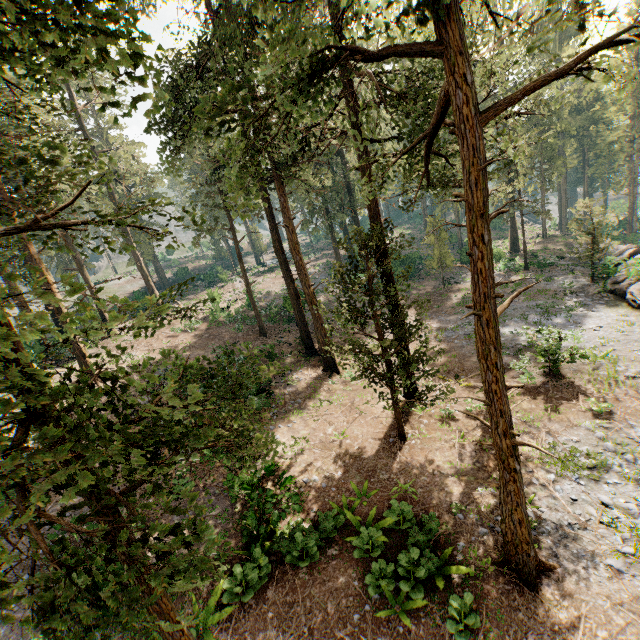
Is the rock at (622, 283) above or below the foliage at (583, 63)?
below

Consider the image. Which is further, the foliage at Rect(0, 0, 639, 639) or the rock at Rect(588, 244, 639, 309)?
the rock at Rect(588, 244, 639, 309)

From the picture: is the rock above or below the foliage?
below

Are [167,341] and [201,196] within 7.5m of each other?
no

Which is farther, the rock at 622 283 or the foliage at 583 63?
the rock at 622 283
